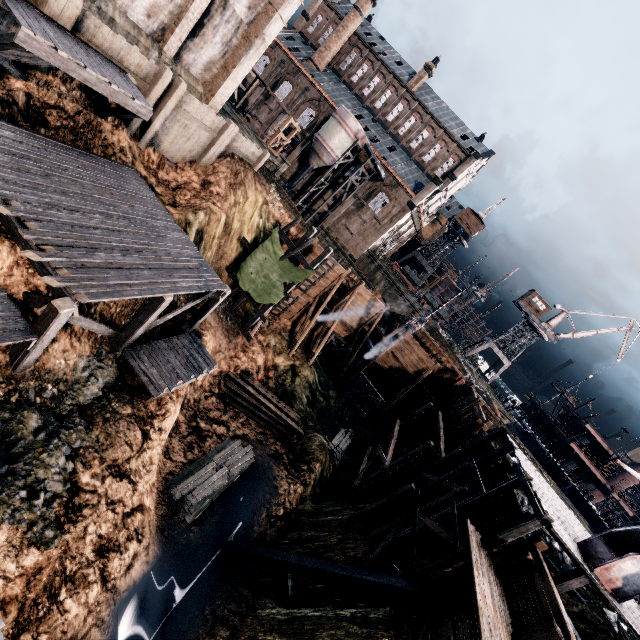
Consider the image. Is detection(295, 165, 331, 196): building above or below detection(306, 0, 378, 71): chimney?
below

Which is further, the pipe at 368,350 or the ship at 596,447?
the ship at 596,447

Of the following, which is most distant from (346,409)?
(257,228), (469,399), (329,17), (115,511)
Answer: (329,17)

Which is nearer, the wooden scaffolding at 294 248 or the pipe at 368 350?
the wooden scaffolding at 294 248

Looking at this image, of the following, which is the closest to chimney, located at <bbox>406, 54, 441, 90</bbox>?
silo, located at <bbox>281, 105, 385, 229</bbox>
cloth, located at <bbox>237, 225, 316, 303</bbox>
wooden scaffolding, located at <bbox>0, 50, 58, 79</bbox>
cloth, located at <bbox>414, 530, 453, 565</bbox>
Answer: silo, located at <bbox>281, 105, 385, 229</bbox>

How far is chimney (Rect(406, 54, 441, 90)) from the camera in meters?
48.4 m

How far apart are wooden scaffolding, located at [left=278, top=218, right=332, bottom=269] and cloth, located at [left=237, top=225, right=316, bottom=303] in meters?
0.0 m

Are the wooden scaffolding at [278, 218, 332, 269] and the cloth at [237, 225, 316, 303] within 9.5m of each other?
yes
